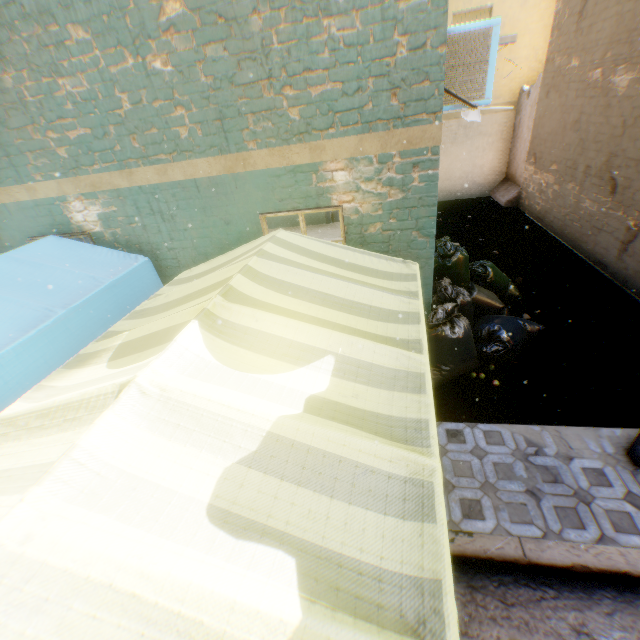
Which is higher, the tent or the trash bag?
the tent

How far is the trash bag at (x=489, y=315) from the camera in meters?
4.2 m

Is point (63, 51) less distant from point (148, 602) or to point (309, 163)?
point (309, 163)

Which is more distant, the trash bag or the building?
the trash bag

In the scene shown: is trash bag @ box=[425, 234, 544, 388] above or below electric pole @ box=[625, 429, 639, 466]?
above

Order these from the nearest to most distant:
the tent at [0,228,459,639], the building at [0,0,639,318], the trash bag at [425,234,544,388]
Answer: the tent at [0,228,459,639] < the building at [0,0,639,318] < the trash bag at [425,234,544,388]

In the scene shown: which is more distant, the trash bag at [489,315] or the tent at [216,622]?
the trash bag at [489,315]

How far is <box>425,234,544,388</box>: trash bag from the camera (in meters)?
4.22
